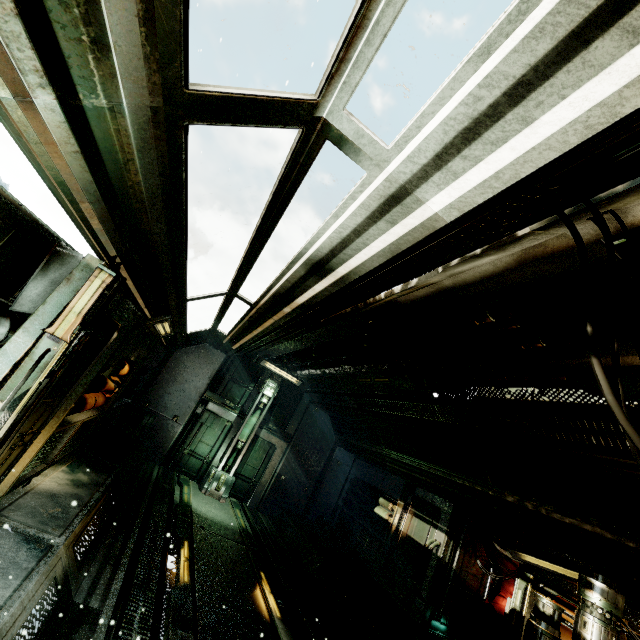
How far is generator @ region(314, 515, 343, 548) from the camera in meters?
9.7

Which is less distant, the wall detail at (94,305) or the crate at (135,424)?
the wall detail at (94,305)

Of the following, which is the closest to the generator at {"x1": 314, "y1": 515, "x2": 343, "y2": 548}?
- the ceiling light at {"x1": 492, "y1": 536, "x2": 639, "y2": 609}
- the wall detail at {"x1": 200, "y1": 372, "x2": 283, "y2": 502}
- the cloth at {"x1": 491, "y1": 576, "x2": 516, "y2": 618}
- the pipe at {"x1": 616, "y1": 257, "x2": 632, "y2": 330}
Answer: the wall detail at {"x1": 200, "y1": 372, "x2": 283, "y2": 502}

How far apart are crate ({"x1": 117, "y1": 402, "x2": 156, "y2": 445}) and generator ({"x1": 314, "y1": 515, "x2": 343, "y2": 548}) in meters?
6.3 m

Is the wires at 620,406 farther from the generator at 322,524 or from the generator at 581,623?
the generator at 322,524

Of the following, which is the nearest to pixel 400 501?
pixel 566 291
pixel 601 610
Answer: pixel 601 610

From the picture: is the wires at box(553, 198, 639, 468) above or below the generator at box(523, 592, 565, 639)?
above

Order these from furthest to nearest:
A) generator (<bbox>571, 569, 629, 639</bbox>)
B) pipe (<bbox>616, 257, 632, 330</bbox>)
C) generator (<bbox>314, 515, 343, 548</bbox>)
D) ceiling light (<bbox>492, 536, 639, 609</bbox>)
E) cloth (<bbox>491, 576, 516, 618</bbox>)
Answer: generator (<bbox>314, 515, 343, 548</bbox>) → cloth (<bbox>491, 576, 516, 618</bbox>) → ceiling light (<bbox>492, 536, 639, 609</bbox>) → generator (<bbox>571, 569, 629, 639</bbox>) → pipe (<bbox>616, 257, 632, 330</bbox>)
